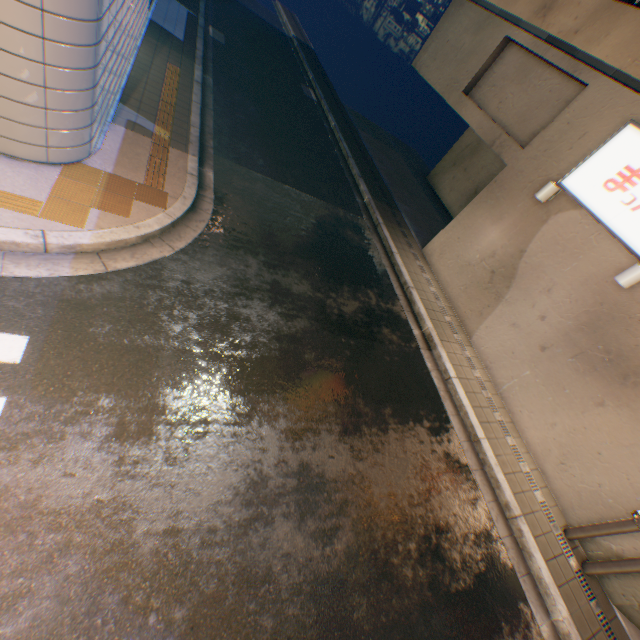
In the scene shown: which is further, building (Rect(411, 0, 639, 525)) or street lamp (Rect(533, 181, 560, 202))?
street lamp (Rect(533, 181, 560, 202))

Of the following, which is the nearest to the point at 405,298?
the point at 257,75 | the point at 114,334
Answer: the point at 114,334

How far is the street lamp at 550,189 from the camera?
7.3 meters

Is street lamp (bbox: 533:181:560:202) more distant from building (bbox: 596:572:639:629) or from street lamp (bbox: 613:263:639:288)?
street lamp (bbox: 613:263:639:288)

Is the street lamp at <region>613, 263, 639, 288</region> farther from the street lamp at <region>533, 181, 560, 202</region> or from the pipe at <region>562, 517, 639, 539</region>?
the pipe at <region>562, 517, 639, 539</region>

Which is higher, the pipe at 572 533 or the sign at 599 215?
the sign at 599 215

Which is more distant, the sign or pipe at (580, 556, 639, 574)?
the sign

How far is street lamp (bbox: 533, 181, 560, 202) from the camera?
7.34m
